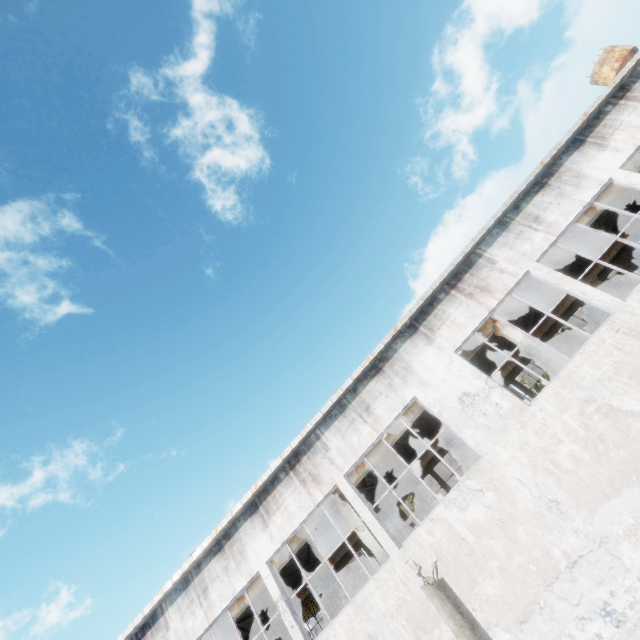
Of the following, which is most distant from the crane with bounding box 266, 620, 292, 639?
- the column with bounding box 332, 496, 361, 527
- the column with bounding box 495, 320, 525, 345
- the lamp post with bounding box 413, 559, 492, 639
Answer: the column with bounding box 495, 320, 525, 345

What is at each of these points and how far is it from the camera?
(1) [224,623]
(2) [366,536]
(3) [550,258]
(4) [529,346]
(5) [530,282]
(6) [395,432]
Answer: (1) beam, 13.9 meters
(2) column, 12.6 meters
(3) beam, 13.3 meters
(4) column, 12.5 meters
(5) beam, 13.3 meters
(6) beam, 13.6 meters

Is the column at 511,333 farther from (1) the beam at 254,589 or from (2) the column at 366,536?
(2) the column at 366,536

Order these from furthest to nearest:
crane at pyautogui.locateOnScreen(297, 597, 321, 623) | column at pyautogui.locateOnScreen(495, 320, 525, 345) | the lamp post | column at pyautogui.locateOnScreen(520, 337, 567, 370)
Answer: crane at pyautogui.locateOnScreen(297, 597, 321, 623)
column at pyautogui.locateOnScreen(495, 320, 525, 345)
column at pyautogui.locateOnScreen(520, 337, 567, 370)
the lamp post

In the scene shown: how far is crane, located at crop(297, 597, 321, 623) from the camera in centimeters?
1938cm

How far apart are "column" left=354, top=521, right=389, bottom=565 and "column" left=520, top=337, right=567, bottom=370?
9.5 meters

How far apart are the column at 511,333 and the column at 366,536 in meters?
9.5 m

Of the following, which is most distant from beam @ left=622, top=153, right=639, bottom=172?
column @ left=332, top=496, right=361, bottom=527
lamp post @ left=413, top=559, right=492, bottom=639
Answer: lamp post @ left=413, top=559, right=492, bottom=639
